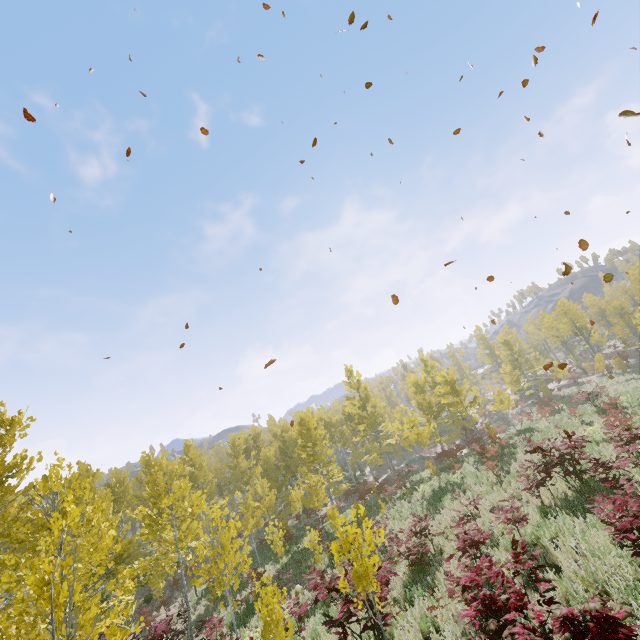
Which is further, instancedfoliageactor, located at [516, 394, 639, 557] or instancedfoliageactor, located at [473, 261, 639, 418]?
instancedfoliageactor, located at [473, 261, 639, 418]

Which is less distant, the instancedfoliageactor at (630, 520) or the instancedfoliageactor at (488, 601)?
the instancedfoliageactor at (488, 601)

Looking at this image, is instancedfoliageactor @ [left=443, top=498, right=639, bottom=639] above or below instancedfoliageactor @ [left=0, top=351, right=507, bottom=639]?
below

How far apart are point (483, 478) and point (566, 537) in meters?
8.9

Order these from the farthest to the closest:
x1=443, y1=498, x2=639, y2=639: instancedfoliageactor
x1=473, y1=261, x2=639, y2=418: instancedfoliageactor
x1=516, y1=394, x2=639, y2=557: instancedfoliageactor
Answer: x1=473, y1=261, x2=639, y2=418: instancedfoliageactor, x1=516, y1=394, x2=639, y2=557: instancedfoliageactor, x1=443, y1=498, x2=639, y2=639: instancedfoliageactor

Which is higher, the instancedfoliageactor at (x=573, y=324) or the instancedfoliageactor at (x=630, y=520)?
the instancedfoliageactor at (x=573, y=324)
